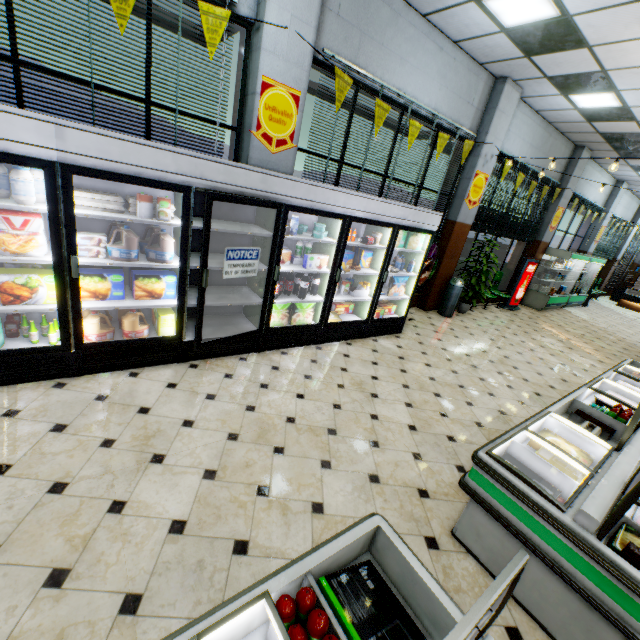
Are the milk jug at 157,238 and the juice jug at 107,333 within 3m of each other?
yes

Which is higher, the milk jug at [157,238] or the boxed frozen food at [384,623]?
the milk jug at [157,238]

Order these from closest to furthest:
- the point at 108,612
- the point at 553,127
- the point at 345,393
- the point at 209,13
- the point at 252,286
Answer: the point at 108,612, the point at 209,13, the point at 345,393, the point at 252,286, the point at 553,127

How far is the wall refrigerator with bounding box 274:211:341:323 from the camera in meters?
4.3

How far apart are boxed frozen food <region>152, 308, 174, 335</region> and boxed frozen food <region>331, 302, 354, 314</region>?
2.7m

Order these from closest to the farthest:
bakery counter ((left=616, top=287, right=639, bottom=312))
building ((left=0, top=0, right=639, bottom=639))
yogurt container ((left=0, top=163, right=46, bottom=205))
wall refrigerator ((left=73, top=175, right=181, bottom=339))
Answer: building ((left=0, top=0, right=639, bottom=639)), yogurt container ((left=0, top=163, right=46, bottom=205)), wall refrigerator ((left=73, top=175, right=181, bottom=339)), bakery counter ((left=616, top=287, right=639, bottom=312))

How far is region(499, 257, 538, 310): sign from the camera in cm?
980

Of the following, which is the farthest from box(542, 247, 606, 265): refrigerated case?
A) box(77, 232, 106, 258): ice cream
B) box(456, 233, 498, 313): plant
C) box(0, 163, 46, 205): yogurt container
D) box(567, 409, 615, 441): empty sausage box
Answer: box(0, 163, 46, 205): yogurt container
